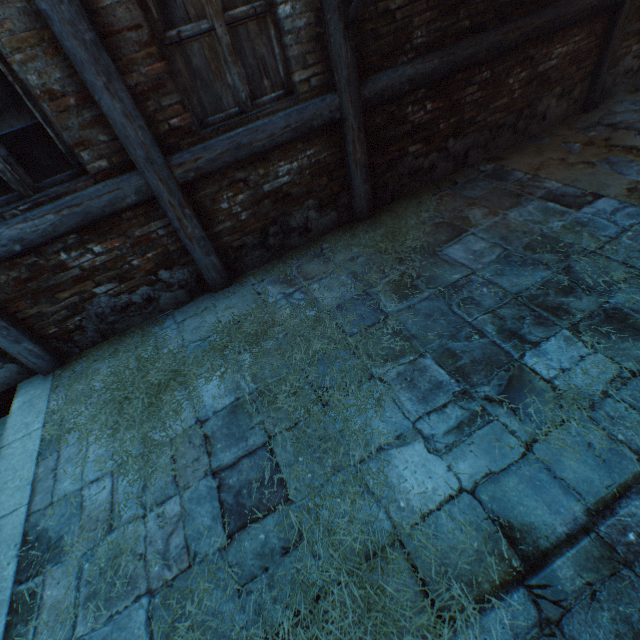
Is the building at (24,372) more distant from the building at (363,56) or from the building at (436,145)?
the building at (436,145)

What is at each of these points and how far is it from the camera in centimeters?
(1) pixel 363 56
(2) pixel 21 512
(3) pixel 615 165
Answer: (1) building, 311cm
(2) stairs, 242cm
(3) ground stones, 370cm

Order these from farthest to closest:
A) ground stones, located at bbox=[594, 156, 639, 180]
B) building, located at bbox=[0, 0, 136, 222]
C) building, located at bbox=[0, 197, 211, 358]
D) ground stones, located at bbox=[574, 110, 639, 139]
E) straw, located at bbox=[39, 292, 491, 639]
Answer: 1. ground stones, located at bbox=[574, 110, 639, 139]
2. ground stones, located at bbox=[594, 156, 639, 180]
3. building, located at bbox=[0, 197, 211, 358]
4. building, located at bbox=[0, 0, 136, 222]
5. straw, located at bbox=[39, 292, 491, 639]

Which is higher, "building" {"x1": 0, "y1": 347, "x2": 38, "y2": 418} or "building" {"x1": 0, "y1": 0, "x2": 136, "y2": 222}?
"building" {"x1": 0, "y1": 0, "x2": 136, "y2": 222}

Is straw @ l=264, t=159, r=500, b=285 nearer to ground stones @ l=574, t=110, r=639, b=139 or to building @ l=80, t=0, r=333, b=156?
ground stones @ l=574, t=110, r=639, b=139

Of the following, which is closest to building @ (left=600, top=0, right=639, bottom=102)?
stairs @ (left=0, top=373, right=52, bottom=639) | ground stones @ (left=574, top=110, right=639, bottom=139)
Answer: ground stones @ (left=574, top=110, right=639, bottom=139)

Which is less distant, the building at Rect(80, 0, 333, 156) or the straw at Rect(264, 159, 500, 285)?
the building at Rect(80, 0, 333, 156)

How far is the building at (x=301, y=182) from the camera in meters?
3.2
